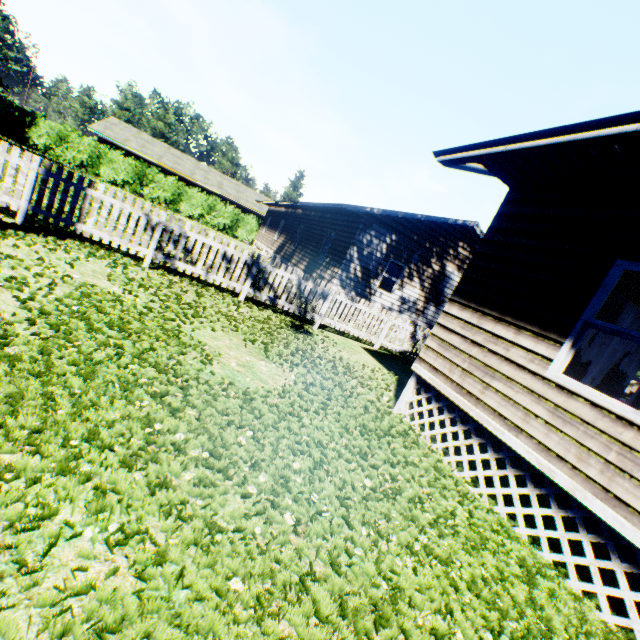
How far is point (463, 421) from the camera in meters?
4.9

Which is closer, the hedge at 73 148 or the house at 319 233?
the house at 319 233

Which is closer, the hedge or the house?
the house
